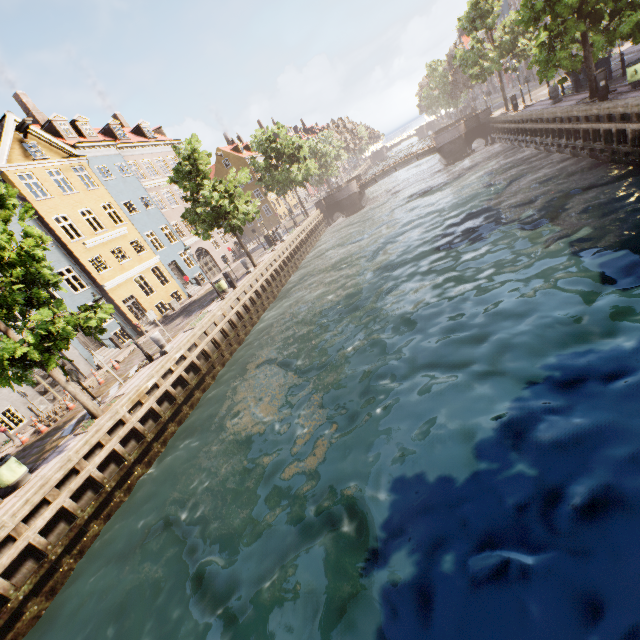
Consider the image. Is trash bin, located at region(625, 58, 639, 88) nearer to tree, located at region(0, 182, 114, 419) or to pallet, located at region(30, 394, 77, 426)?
tree, located at region(0, 182, 114, 419)

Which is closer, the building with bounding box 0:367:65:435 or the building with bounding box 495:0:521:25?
the building with bounding box 0:367:65:435

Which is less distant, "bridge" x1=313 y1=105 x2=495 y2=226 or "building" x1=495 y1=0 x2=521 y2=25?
"bridge" x1=313 y1=105 x2=495 y2=226

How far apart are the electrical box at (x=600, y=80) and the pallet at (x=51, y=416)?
28.21m

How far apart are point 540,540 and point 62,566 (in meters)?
12.10

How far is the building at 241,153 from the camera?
49.17m

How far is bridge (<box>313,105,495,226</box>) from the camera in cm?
3288

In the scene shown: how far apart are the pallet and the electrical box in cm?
2821
